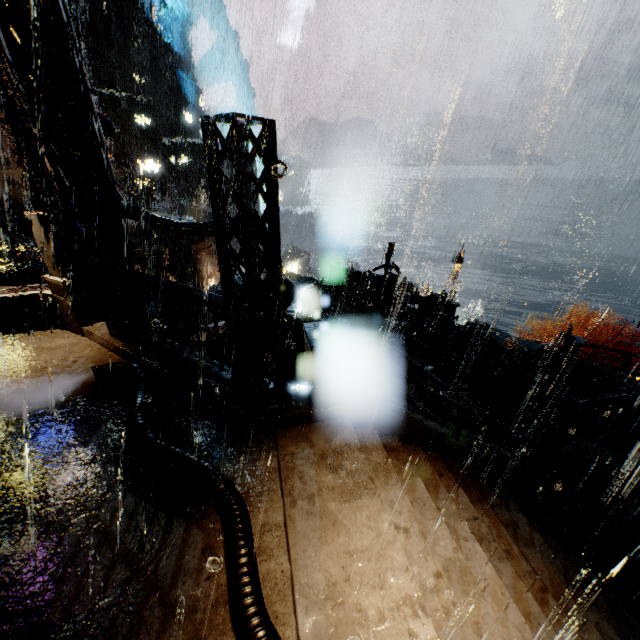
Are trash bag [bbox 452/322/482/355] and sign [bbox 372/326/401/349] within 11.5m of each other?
yes

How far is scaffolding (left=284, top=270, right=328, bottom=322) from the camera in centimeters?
1097cm

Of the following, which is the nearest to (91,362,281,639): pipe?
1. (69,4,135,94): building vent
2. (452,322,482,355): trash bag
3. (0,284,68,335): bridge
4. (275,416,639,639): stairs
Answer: (275,416,639,639): stairs

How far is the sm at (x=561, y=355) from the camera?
16.45m

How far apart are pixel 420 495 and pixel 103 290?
8.6m

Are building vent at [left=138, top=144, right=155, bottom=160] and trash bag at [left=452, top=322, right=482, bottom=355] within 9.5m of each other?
no

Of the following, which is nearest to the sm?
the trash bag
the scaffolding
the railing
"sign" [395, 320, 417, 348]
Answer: the trash bag

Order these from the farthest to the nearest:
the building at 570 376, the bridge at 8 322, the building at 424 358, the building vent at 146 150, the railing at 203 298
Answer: the building vent at 146 150 → the building at 570 376 → the building at 424 358 → the bridge at 8 322 → the railing at 203 298
